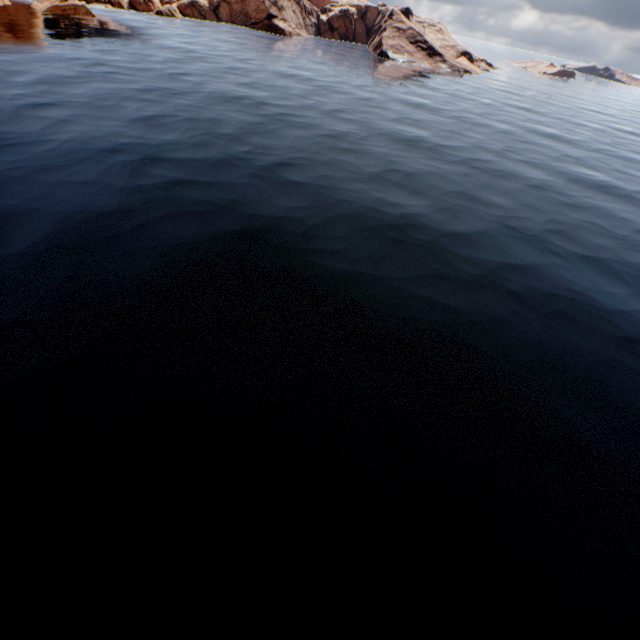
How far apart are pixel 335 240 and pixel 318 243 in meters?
1.1
